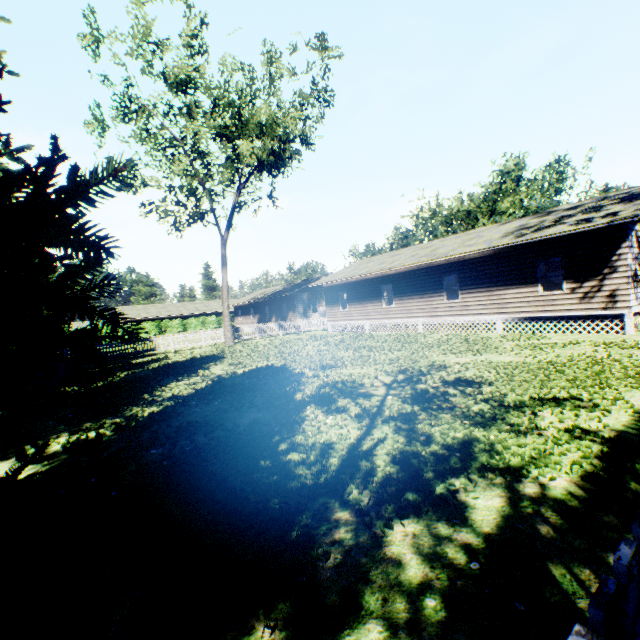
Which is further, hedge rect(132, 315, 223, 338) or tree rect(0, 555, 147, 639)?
hedge rect(132, 315, 223, 338)

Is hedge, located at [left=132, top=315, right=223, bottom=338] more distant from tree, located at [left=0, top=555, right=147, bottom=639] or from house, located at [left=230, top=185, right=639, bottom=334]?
tree, located at [left=0, top=555, right=147, bottom=639]

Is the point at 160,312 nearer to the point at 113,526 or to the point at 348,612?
the point at 113,526

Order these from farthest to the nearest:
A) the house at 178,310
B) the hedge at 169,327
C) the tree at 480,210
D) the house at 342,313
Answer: the house at 178,310 → the hedge at 169,327 → the tree at 480,210 → the house at 342,313

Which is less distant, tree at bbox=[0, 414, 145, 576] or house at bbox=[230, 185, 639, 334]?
tree at bbox=[0, 414, 145, 576]

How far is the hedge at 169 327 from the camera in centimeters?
4747cm

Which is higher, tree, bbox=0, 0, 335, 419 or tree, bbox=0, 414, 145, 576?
tree, bbox=0, 0, 335, 419

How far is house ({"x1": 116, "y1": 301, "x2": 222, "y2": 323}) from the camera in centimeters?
4991cm
